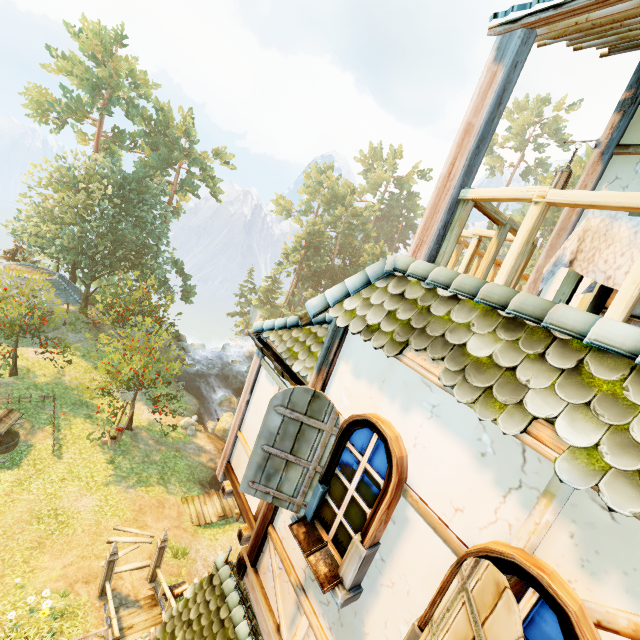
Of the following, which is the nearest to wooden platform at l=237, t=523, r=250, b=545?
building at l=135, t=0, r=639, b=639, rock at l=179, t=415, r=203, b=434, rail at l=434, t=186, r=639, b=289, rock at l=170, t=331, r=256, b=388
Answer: building at l=135, t=0, r=639, b=639

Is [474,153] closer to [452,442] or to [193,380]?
[452,442]

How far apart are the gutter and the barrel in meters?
12.3

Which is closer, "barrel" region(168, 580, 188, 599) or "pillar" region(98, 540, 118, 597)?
"pillar" region(98, 540, 118, 597)

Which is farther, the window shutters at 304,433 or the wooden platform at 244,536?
the wooden platform at 244,536

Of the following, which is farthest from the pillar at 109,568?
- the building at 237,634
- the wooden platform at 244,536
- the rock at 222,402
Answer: the rock at 222,402

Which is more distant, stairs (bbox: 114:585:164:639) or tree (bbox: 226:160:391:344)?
tree (bbox: 226:160:391:344)

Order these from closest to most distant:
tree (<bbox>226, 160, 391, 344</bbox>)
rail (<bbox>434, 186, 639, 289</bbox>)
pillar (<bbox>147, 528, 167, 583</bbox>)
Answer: rail (<bbox>434, 186, 639, 289</bbox>), pillar (<bbox>147, 528, 167, 583</bbox>), tree (<bbox>226, 160, 391, 344</bbox>)
